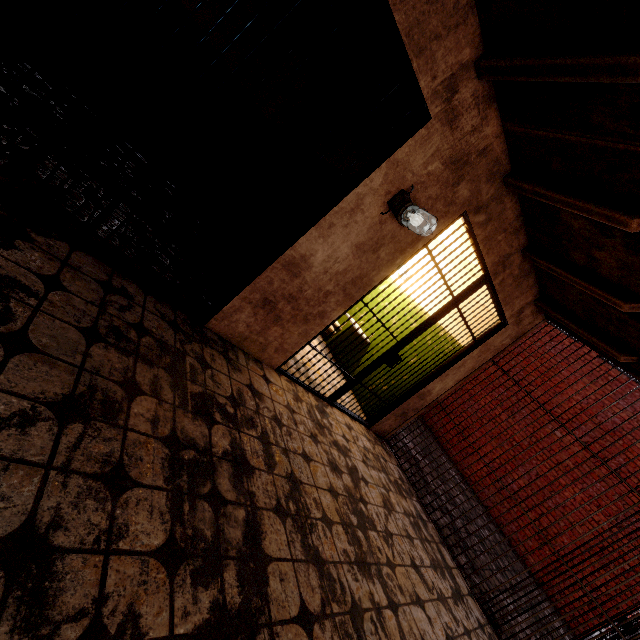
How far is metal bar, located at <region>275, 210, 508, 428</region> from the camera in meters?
3.2

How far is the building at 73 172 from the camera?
2.1 meters

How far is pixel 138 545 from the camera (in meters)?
1.17

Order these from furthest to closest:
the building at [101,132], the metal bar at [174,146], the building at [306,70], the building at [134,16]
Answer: the building at [306,70] → the building at [134,16] → the building at [101,132] → the metal bar at [174,146]

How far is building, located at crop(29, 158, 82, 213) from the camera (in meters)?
2.06

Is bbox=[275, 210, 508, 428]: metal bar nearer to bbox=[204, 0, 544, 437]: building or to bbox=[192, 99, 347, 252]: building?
bbox=[204, 0, 544, 437]: building

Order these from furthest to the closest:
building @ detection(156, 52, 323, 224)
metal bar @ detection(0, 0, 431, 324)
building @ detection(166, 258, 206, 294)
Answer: building @ detection(156, 52, 323, 224)
building @ detection(166, 258, 206, 294)
metal bar @ detection(0, 0, 431, 324)
